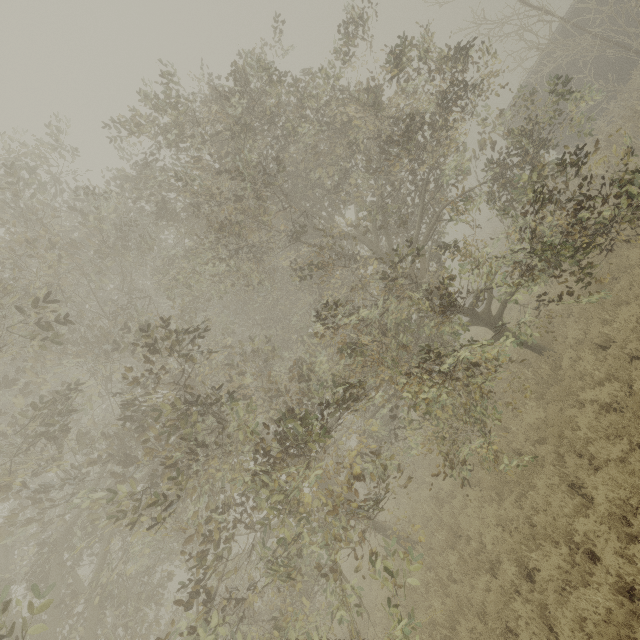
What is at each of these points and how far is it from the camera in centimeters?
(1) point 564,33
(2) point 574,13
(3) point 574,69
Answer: (1) boxcar, 1552cm
(2) boxcar, 1517cm
(3) boxcar, 1576cm

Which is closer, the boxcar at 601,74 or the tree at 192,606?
the tree at 192,606

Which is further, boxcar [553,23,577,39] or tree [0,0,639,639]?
boxcar [553,23,577,39]

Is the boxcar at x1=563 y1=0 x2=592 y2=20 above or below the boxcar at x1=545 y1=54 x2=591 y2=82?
above

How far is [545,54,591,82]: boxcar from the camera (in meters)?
15.56

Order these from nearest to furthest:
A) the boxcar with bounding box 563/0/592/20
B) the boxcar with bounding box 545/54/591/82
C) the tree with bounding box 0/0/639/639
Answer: the tree with bounding box 0/0/639/639
the boxcar with bounding box 563/0/592/20
the boxcar with bounding box 545/54/591/82
